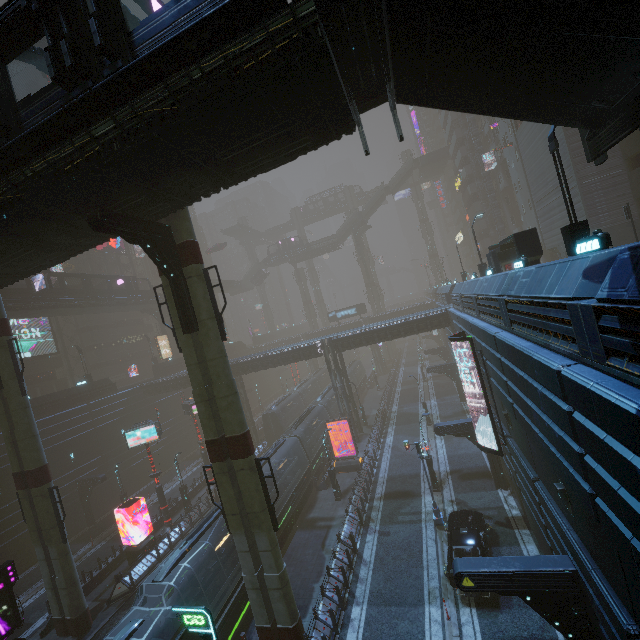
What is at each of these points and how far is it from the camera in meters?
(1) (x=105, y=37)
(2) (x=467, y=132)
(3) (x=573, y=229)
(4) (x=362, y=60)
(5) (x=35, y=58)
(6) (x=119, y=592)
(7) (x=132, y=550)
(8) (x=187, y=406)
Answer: (1) building structure, 7.4
(2) building structure, 48.4
(3) street light, 10.6
(4) stairs, 9.2
(5) bridge, 10.3
(6) barrier, 21.1
(7) sign, 24.0
(8) sign, 33.2

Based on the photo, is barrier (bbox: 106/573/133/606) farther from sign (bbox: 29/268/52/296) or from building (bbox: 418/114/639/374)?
sign (bbox: 29/268/52/296)

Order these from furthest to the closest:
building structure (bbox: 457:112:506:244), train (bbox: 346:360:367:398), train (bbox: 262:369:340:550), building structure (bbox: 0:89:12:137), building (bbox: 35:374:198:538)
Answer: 1. train (bbox: 346:360:367:398)
2. building structure (bbox: 457:112:506:244)
3. building (bbox: 35:374:198:538)
4. train (bbox: 262:369:340:550)
5. building structure (bbox: 0:89:12:137)

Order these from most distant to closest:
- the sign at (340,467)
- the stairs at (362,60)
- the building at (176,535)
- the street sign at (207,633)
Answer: the sign at (340,467) → the building at (176,535) → the street sign at (207,633) → the stairs at (362,60)

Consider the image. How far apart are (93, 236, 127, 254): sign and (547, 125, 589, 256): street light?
59.8m

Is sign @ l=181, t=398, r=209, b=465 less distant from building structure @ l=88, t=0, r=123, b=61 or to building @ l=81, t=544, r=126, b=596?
building @ l=81, t=544, r=126, b=596

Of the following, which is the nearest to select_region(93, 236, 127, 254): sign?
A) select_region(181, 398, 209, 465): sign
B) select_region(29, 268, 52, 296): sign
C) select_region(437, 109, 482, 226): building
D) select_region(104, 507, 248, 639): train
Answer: select_region(437, 109, 482, 226): building

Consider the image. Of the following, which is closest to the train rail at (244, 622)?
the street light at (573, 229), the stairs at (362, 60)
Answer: the street light at (573, 229)
